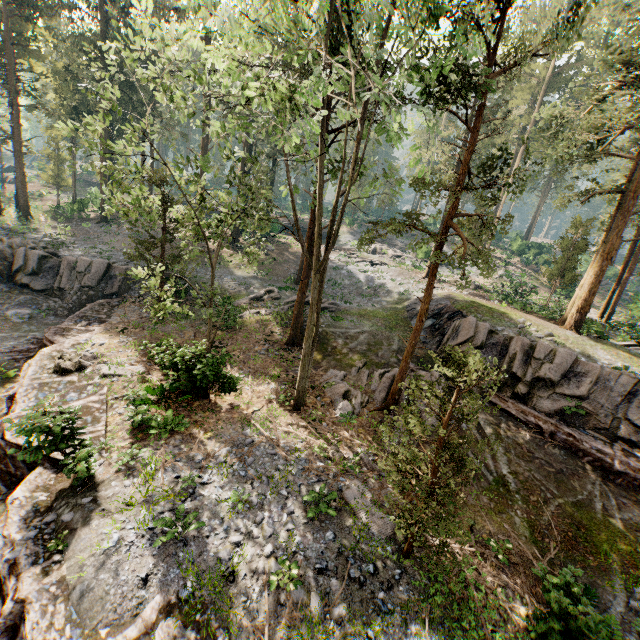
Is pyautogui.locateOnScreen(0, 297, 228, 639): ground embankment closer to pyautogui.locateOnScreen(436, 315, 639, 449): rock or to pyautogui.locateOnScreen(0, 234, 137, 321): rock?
pyautogui.locateOnScreen(0, 234, 137, 321): rock

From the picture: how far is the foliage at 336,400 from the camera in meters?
15.4

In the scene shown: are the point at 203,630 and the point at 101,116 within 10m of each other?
no

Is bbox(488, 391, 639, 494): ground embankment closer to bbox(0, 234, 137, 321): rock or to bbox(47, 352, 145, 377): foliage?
bbox(47, 352, 145, 377): foliage

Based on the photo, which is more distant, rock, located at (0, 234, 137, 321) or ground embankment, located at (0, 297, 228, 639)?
rock, located at (0, 234, 137, 321)

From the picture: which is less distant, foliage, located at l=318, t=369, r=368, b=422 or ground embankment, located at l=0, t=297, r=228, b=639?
ground embankment, located at l=0, t=297, r=228, b=639

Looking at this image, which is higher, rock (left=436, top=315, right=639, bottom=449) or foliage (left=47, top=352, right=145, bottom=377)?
rock (left=436, top=315, right=639, bottom=449)
